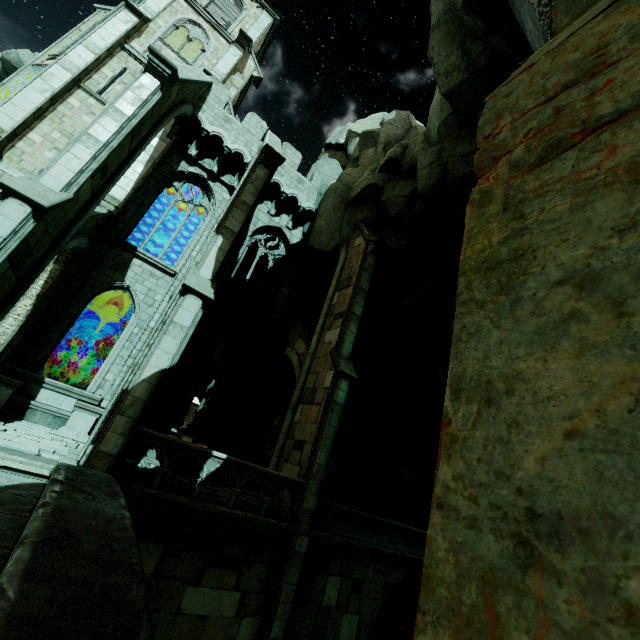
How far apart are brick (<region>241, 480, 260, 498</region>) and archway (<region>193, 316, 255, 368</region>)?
4.8m

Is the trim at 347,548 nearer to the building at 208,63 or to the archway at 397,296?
the archway at 397,296

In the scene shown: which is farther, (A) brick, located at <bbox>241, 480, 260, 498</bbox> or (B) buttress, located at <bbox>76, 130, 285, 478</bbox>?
(A) brick, located at <bbox>241, 480, 260, 498</bbox>

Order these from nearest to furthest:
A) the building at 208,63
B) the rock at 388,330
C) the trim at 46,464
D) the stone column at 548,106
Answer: the stone column at 548,106 < the trim at 46,464 < the building at 208,63 < the rock at 388,330

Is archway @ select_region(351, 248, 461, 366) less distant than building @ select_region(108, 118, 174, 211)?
No

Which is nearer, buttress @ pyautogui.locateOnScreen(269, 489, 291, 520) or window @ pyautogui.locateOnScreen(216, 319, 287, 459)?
buttress @ pyautogui.locateOnScreen(269, 489, 291, 520)

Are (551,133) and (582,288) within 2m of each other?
yes

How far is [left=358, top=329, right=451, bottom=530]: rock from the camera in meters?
17.2
